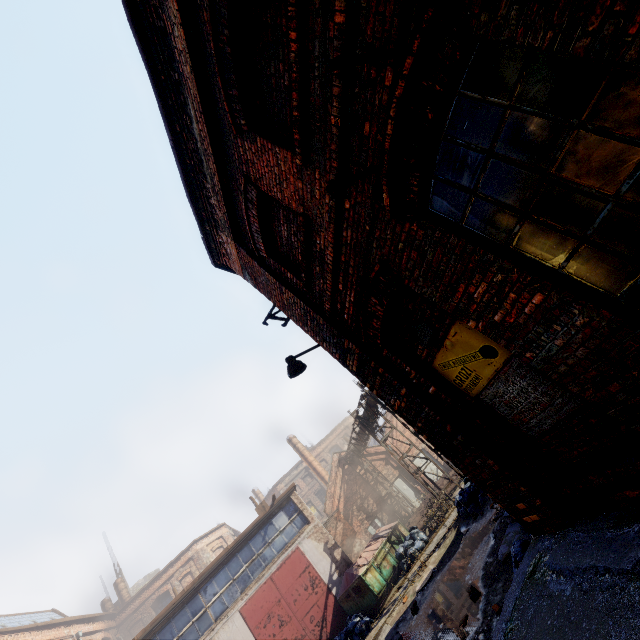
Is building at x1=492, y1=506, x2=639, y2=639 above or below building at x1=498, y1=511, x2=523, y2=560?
above

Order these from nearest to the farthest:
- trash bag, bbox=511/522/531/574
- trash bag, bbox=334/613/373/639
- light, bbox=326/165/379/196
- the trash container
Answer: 1. light, bbox=326/165/379/196
2. trash bag, bbox=511/522/531/574
3. trash bag, bbox=334/613/373/639
4. the trash container

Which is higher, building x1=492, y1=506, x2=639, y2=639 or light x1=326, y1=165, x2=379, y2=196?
light x1=326, y1=165, x2=379, y2=196

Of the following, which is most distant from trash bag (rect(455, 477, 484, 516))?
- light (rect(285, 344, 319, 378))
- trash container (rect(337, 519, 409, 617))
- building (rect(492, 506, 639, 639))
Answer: light (rect(285, 344, 319, 378))

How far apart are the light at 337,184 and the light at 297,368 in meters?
3.7 m

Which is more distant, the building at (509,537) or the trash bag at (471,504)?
the trash bag at (471,504)

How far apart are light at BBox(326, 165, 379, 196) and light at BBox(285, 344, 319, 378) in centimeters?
369cm

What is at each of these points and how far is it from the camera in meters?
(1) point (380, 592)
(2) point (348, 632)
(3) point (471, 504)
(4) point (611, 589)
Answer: (1) trash container, 13.9 m
(2) trash bag, 12.7 m
(3) trash bag, 11.4 m
(4) building, 2.5 m
